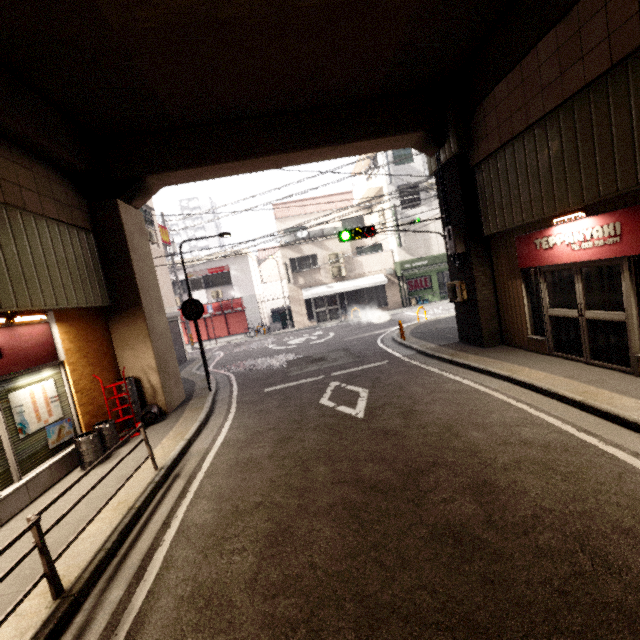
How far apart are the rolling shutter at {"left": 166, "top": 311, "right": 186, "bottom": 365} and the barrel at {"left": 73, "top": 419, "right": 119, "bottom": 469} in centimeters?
923cm

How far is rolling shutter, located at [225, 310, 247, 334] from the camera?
23.7 meters

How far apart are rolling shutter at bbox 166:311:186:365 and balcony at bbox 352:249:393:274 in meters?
12.0

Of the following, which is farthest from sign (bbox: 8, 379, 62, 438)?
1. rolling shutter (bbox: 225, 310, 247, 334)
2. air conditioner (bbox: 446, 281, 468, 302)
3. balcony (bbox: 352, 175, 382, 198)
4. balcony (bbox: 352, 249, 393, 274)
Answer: balcony (bbox: 352, 175, 382, 198)

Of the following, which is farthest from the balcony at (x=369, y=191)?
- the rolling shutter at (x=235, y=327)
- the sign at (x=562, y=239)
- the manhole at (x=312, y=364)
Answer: the sign at (x=562, y=239)

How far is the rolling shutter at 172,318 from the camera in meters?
15.9 m

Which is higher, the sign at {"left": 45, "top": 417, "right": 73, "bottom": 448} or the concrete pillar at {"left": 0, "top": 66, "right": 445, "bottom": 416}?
the concrete pillar at {"left": 0, "top": 66, "right": 445, "bottom": 416}

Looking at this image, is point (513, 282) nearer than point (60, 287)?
No
